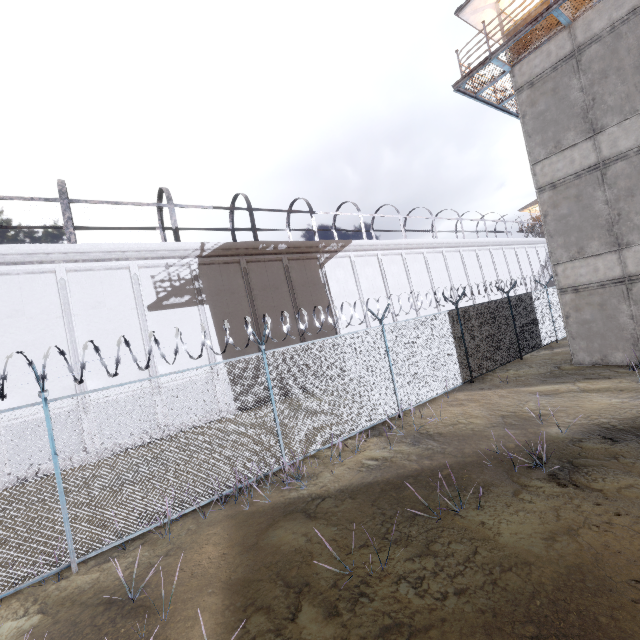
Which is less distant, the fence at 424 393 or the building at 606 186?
the fence at 424 393

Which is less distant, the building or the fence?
the fence

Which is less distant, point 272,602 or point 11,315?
point 272,602
